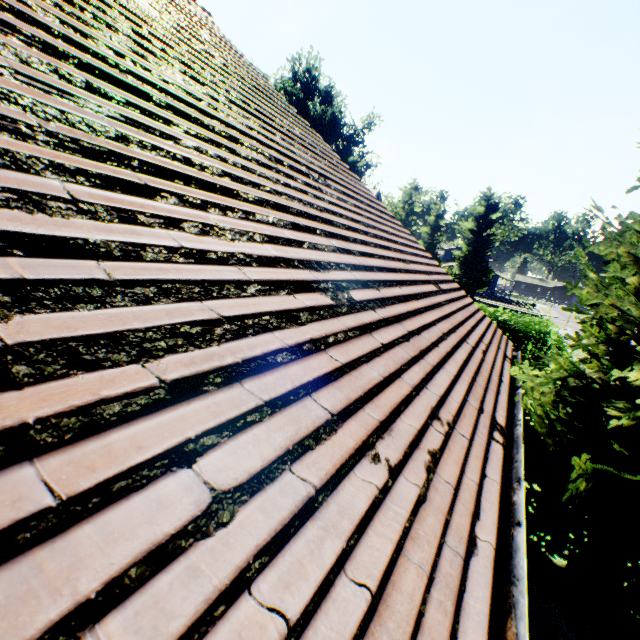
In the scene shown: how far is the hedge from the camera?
18.8m

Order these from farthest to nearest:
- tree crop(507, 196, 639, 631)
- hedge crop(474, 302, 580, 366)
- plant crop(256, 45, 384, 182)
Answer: plant crop(256, 45, 384, 182), hedge crop(474, 302, 580, 366), tree crop(507, 196, 639, 631)

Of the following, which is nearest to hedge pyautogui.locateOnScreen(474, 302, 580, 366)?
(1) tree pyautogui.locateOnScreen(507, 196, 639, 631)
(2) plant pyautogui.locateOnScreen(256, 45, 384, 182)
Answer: (1) tree pyautogui.locateOnScreen(507, 196, 639, 631)

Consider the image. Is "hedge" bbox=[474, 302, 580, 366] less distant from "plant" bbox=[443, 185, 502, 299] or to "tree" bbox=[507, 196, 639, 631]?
"tree" bbox=[507, 196, 639, 631]

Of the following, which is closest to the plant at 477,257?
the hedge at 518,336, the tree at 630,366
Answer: the tree at 630,366

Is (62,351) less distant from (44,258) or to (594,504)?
(44,258)

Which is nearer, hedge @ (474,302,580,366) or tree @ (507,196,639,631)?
tree @ (507,196,639,631)

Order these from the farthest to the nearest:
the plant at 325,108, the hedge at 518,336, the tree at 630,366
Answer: the plant at 325,108, the hedge at 518,336, the tree at 630,366
